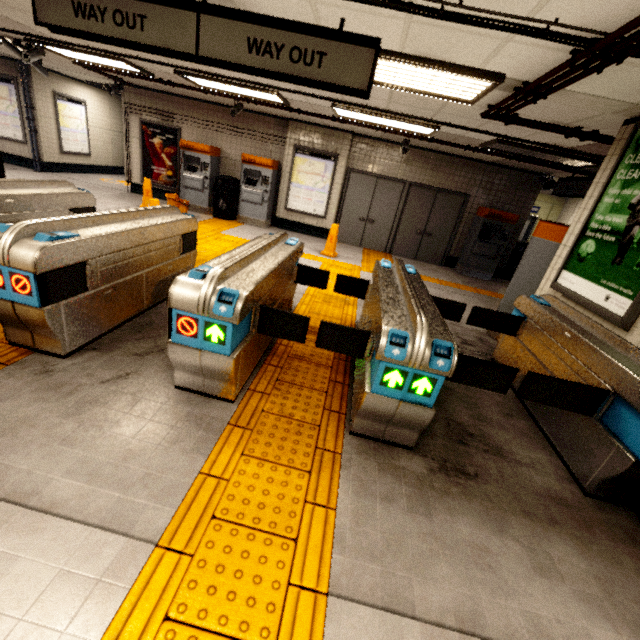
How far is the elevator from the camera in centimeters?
1215cm

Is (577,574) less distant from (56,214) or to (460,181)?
(56,214)

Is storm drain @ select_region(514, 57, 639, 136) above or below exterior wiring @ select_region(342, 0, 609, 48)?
above

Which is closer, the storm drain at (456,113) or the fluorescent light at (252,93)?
the storm drain at (456,113)

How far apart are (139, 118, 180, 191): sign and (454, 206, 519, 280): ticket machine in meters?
8.9

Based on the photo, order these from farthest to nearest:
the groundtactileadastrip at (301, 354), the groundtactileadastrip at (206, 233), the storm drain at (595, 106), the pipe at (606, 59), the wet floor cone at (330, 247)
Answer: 1. the wet floor cone at (330, 247)
2. the groundtactileadastrip at (206, 233)
3. the storm drain at (595, 106)
4. the pipe at (606, 59)
5. the groundtactileadastrip at (301, 354)

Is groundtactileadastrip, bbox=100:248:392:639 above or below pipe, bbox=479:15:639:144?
below

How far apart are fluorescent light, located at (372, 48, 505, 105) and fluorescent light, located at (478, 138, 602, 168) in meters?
2.3 m
